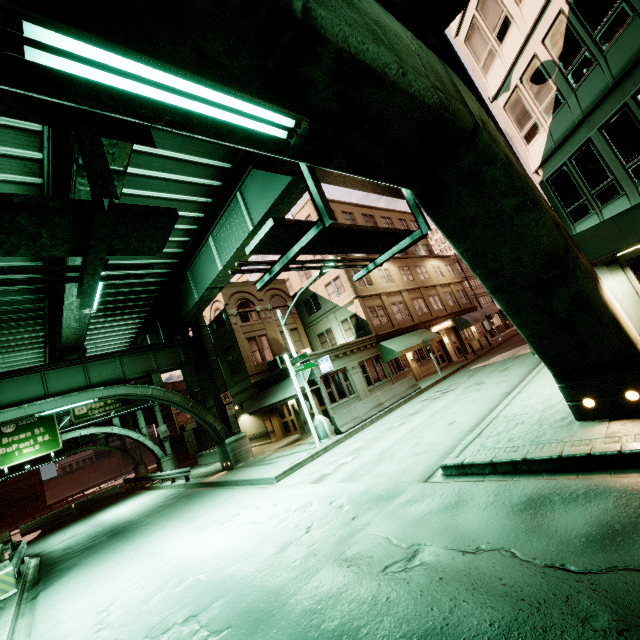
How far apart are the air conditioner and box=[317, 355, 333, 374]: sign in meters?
4.5

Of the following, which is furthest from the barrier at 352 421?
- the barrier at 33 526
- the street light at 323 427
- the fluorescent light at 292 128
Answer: the barrier at 33 526

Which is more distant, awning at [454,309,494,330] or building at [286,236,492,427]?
awning at [454,309,494,330]

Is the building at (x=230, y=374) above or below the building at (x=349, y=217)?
below

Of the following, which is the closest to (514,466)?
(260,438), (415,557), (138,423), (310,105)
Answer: (415,557)

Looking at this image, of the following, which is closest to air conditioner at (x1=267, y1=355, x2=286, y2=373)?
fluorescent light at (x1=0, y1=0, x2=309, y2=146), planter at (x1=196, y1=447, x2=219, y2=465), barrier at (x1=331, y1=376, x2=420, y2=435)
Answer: planter at (x1=196, y1=447, x2=219, y2=465)

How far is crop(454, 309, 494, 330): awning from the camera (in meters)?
33.88

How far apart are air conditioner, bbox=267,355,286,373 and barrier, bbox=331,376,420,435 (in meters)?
7.82
